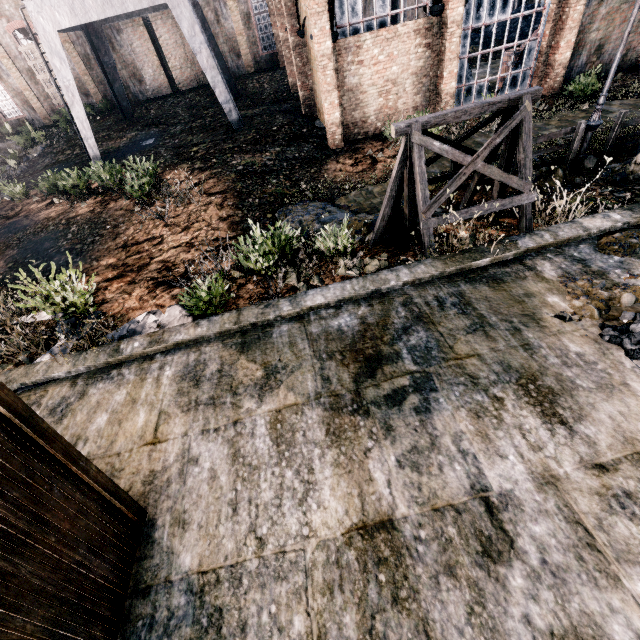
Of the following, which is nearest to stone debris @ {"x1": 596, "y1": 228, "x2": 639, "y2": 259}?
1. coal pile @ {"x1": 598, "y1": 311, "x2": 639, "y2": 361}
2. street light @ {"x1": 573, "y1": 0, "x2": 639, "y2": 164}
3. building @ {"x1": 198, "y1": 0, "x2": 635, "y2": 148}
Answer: coal pile @ {"x1": 598, "y1": 311, "x2": 639, "y2": 361}

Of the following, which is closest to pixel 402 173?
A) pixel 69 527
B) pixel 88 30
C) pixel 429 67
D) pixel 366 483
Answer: pixel 366 483

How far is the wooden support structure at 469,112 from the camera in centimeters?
716cm

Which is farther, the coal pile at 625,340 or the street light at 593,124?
the street light at 593,124

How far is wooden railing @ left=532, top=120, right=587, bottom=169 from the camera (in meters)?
10.45

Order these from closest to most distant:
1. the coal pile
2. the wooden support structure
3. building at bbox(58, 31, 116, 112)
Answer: the coal pile
the wooden support structure
building at bbox(58, 31, 116, 112)

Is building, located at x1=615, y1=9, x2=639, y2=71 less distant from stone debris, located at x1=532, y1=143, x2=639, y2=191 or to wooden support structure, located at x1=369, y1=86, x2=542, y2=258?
stone debris, located at x1=532, y1=143, x2=639, y2=191

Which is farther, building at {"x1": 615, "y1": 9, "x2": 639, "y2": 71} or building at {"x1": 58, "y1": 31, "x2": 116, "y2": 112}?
building at {"x1": 58, "y1": 31, "x2": 116, "y2": 112}
